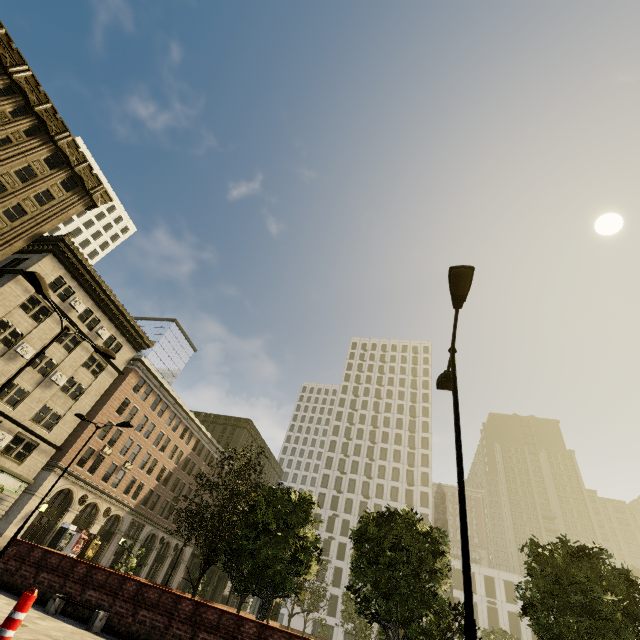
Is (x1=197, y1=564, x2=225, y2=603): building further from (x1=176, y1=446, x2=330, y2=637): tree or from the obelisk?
the obelisk

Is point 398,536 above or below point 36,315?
below

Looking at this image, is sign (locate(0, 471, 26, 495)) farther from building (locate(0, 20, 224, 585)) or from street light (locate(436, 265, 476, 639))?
street light (locate(436, 265, 476, 639))

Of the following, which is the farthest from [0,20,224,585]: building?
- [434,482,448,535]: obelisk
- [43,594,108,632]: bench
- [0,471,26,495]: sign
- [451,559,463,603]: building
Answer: [451,559,463,603]: building

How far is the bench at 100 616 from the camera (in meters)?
8.62

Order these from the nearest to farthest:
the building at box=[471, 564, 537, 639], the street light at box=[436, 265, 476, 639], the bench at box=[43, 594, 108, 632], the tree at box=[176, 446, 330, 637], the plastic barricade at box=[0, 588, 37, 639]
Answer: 1. the street light at box=[436, 265, 476, 639]
2. the plastic barricade at box=[0, 588, 37, 639]
3. the bench at box=[43, 594, 108, 632]
4. the tree at box=[176, 446, 330, 637]
5. the building at box=[471, 564, 537, 639]

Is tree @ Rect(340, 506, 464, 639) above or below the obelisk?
below

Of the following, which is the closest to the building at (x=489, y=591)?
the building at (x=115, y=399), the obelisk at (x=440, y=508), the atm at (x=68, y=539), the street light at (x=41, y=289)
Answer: the building at (x=115, y=399)
